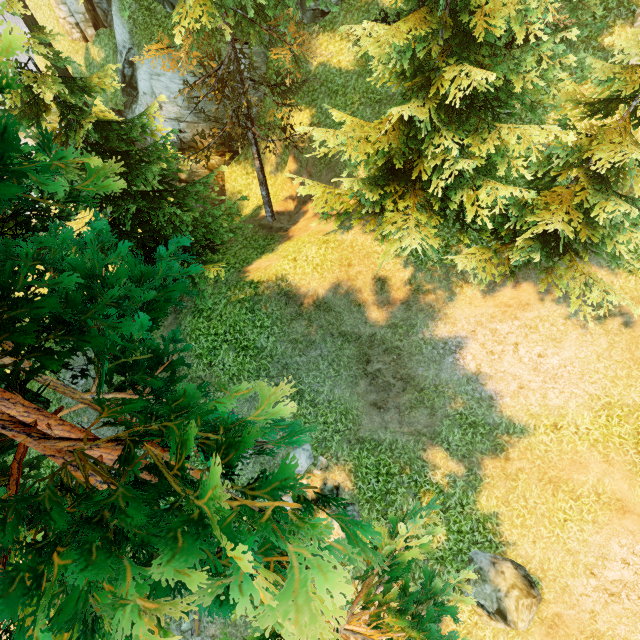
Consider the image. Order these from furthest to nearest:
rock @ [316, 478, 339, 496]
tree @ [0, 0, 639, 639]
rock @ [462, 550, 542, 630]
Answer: rock @ [316, 478, 339, 496] → rock @ [462, 550, 542, 630] → tree @ [0, 0, 639, 639]

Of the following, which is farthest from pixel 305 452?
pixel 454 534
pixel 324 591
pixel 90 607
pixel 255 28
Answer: pixel 255 28

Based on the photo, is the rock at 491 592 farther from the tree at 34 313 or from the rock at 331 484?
the rock at 331 484

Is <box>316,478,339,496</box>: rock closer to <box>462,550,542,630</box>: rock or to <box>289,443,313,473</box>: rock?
<box>289,443,313,473</box>: rock

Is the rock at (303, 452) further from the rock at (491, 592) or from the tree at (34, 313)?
the rock at (491, 592)

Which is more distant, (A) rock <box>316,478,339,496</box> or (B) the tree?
(A) rock <box>316,478,339,496</box>

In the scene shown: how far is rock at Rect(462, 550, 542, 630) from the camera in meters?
8.2

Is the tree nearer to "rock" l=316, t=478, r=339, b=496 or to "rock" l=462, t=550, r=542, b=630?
"rock" l=316, t=478, r=339, b=496
